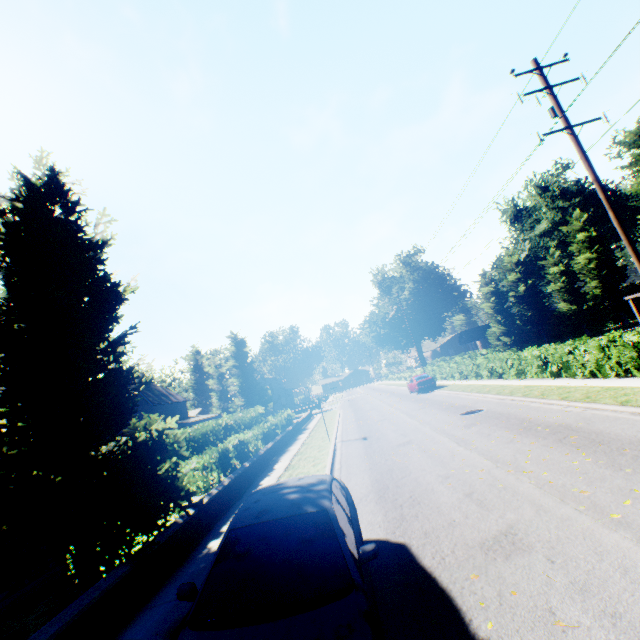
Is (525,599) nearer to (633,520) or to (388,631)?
(388,631)

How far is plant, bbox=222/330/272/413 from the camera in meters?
50.8

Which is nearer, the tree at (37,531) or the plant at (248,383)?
the tree at (37,531)

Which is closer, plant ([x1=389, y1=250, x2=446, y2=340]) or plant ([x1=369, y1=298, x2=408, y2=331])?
plant ([x1=389, y1=250, x2=446, y2=340])

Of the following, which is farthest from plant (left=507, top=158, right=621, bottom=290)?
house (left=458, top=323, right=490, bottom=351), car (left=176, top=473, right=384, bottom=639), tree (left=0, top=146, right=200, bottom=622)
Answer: car (left=176, top=473, right=384, bottom=639)

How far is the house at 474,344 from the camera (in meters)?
52.66

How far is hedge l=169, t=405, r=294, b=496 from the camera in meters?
11.4

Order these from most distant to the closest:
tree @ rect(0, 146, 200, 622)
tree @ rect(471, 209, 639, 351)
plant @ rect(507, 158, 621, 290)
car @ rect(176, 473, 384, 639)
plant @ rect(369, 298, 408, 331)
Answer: plant @ rect(369, 298, 408, 331)
plant @ rect(507, 158, 621, 290)
tree @ rect(471, 209, 639, 351)
tree @ rect(0, 146, 200, 622)
car @ rect(176, 473, 384, 639)
